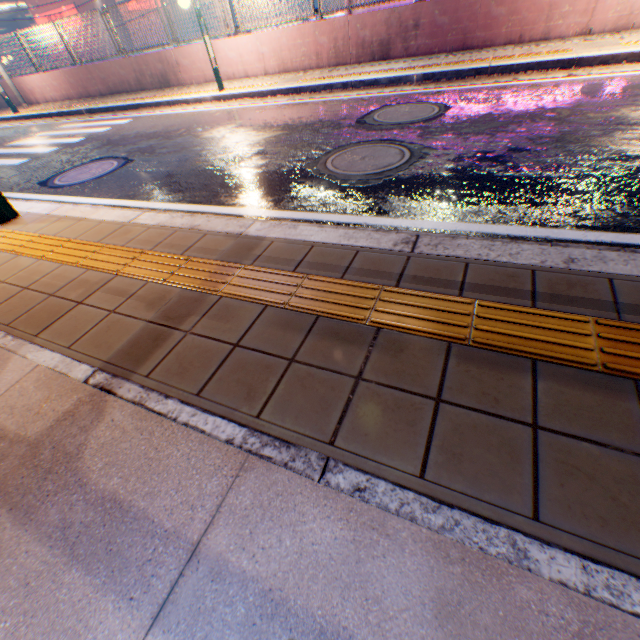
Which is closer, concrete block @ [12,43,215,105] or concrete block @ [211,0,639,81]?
concrete block @ [211,0,639,81]

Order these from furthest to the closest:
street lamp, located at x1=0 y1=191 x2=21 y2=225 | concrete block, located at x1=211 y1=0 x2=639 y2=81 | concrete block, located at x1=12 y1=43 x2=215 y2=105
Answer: →
1. concrete block, located at x1=12 y1=43 x2=215 y2=105
2. concrete block, located at x1=211 y1=0 x2=639 y2=81
3. street lamp, located at x1=0 y1=191 x2=21 y2=225

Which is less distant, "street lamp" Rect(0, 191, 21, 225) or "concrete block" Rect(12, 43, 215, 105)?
"street lamp" Rect(0, 191, 21, 225)

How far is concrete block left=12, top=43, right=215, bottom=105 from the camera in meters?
10.3

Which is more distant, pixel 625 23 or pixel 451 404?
pixel 625 23

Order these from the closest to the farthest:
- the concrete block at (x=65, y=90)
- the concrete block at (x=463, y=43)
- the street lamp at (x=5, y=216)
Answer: the street lamp at (x=5, y=216) → the concrete block at (x=463, y=43) → the concrete block at (x=65, y=90)

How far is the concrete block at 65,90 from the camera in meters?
10.3
